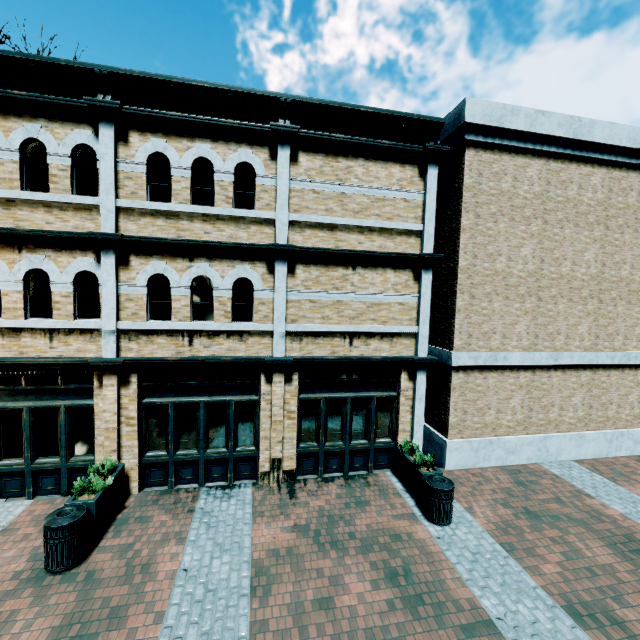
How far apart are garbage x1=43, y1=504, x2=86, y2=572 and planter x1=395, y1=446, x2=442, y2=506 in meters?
6.9 m

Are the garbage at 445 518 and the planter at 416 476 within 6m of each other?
yes

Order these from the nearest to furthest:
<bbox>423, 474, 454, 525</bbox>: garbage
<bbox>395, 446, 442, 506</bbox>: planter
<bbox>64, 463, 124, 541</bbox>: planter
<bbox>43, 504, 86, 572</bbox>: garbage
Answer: <bbox>43, 504, 86, 572</bbox>: garbage → <bbox>64, 463, 124, 541</bbox>: planter → <bbox>423, 474, 454, 525</bbox>: garbage → <bbox>395, 446, 442, 506</bbox>: planter

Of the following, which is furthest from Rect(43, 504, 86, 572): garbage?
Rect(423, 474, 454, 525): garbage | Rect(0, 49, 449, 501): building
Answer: Rect(423, 474, 454, 525): garbage

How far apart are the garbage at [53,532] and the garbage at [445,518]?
6.82m

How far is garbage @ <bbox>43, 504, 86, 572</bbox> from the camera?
5.5m

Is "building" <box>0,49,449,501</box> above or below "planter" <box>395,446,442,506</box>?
above

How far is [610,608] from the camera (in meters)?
5.30
